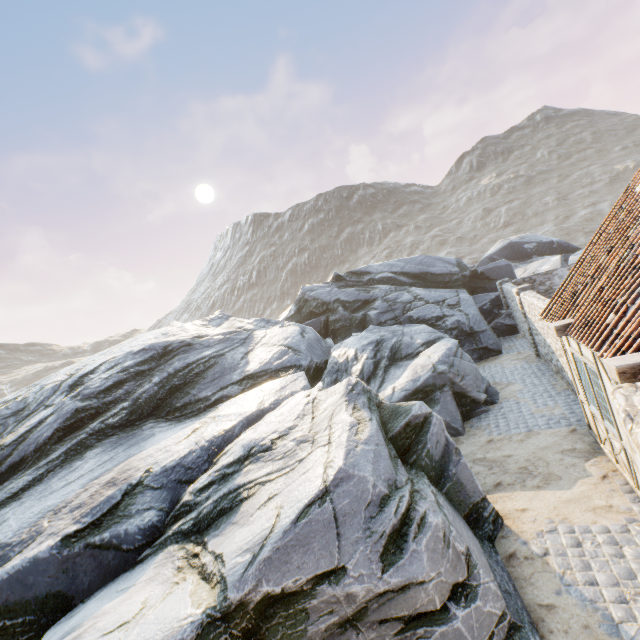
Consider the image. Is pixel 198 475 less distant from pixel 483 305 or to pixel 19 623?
pixel 19 623

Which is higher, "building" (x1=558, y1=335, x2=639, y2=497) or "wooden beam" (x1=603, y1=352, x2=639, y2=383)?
"wooden beam" (x1=603, y1=352, x2=639, y2=383)

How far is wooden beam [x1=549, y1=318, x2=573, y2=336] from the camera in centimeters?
680cm

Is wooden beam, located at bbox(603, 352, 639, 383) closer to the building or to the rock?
the building

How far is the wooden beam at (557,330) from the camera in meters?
6.8 m

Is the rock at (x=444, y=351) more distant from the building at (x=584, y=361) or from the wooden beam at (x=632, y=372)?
the wooden beam at (x=632, y=372)

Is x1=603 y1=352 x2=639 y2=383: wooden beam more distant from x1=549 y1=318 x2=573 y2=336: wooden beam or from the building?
x1=549 y1=318 x2=573 y2=336: wooden beam
